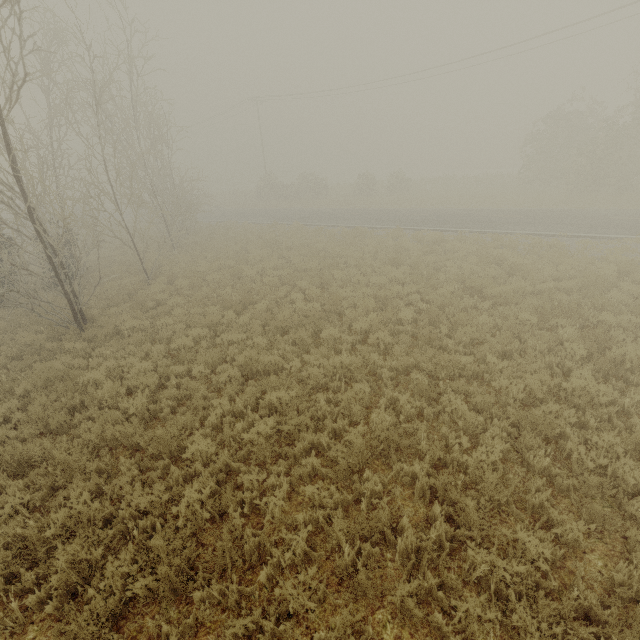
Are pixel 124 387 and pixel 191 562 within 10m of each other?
yes
